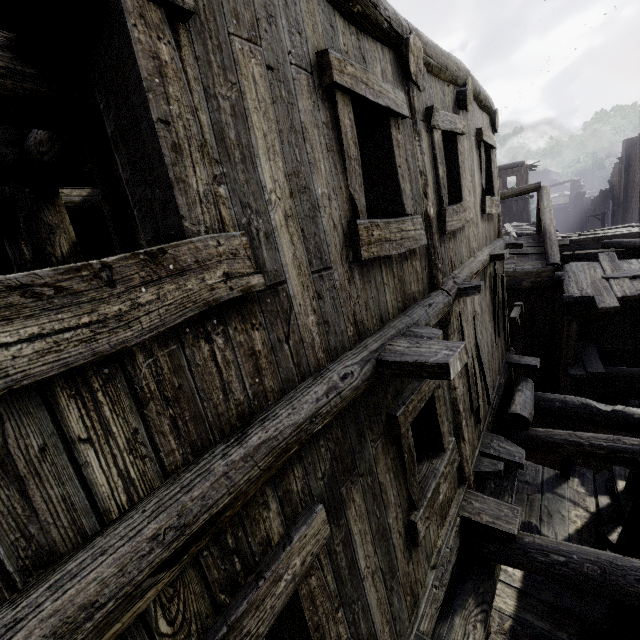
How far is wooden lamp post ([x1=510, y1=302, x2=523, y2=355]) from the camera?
11.1m

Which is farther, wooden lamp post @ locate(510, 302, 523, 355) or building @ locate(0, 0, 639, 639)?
wooden lamp post @ locate(510, 302, 523, 355)

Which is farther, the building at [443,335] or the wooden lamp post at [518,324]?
the wooden lamp post at [518,324]

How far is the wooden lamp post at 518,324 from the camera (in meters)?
11.09

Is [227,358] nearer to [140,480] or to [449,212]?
[140,480]
